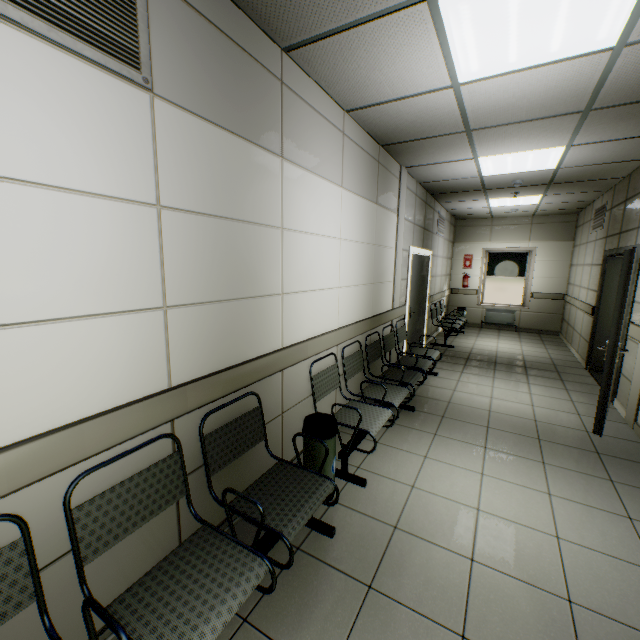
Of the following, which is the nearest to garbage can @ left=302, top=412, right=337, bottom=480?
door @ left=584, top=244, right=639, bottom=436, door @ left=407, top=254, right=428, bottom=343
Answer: door @ left=584, top=244, right=639, bottom=436

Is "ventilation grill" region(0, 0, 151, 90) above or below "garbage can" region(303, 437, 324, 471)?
above

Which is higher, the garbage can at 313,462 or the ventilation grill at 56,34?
the ventilation grill at 56,34

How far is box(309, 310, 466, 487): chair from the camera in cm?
277

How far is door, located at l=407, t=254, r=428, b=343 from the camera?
5.96m

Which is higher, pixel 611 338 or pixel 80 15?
pixel 80 15

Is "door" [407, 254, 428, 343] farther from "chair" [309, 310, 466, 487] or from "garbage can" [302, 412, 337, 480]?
"garbage can" [302, 412, 337, 480]

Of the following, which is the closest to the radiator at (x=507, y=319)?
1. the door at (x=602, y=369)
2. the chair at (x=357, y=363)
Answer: the door at (x=602, y=369)
